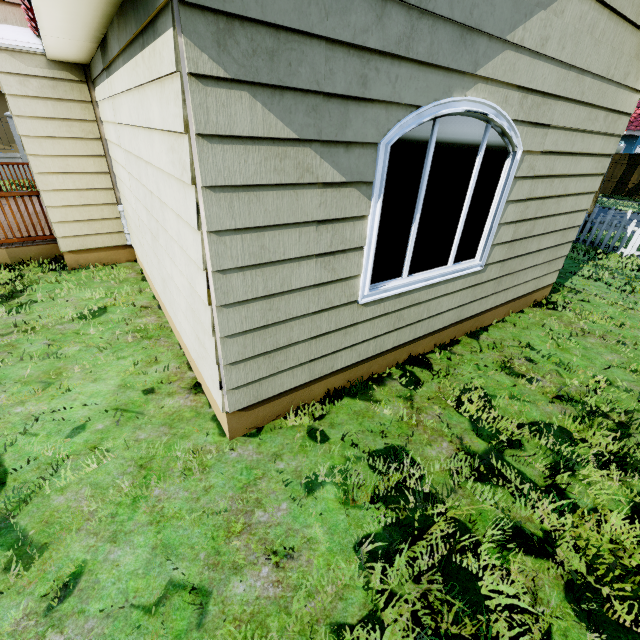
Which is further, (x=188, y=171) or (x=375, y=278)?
(x=375, y=278)
